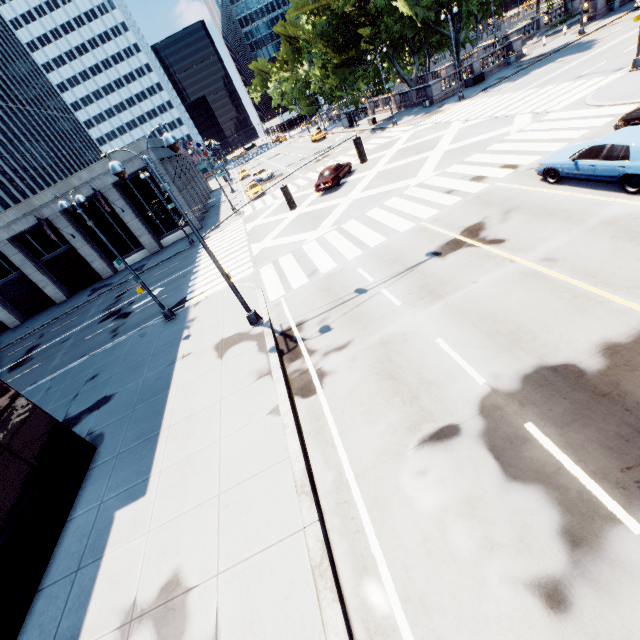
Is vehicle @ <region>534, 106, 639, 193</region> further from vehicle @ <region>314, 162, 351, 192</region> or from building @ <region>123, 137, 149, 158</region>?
building @ <region>123, 137, 149, 158</region>

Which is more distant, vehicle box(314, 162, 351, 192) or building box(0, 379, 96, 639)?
vehicle box(314, 162, 351, 192)

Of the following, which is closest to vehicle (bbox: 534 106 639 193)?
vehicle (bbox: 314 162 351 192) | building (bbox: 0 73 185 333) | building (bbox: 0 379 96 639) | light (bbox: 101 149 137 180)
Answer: light (bbox: 101 149 137 180)

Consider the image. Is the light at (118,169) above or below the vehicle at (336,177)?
above

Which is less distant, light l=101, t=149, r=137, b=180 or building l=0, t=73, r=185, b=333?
light l=101, t=149, r=137, b=180

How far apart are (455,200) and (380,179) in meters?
9.3

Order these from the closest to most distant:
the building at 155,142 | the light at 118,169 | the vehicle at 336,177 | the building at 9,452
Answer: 1. the building at 9,452
2. the light at 118,169
3. the vehicle at 336,177
4. the building at 155,142
